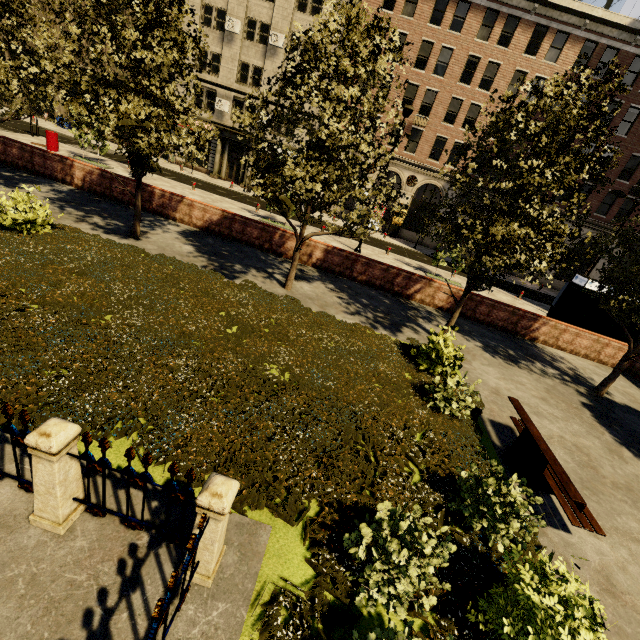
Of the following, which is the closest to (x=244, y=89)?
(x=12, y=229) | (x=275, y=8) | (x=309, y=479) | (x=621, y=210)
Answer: (x=275, y=8)

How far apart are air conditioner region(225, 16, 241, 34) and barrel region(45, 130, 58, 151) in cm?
1699

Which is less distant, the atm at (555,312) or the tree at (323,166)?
the tree at (323,166)

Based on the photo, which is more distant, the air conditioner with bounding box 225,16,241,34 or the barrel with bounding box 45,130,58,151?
the air conditioner with bounding box 225,16,241,34

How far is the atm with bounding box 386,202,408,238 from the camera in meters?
30.5

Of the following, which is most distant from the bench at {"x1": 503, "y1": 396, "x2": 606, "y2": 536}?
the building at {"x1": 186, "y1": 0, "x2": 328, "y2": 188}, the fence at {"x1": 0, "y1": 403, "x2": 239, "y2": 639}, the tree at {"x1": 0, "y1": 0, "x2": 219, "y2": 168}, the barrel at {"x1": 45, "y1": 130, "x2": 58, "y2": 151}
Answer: the building at {"x1": 186, "y1": 0, "x2": 328, "y2": 188}

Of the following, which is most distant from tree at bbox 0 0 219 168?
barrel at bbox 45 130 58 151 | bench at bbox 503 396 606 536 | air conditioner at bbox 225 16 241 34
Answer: air conditioner at bbox 225 16 241 34

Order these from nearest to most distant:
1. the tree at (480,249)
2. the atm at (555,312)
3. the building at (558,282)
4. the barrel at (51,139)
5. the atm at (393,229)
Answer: the tree at (480,249), the atm at (555,312), the barrel at (51,139), the atm at (393,229), the building at (558,282)
